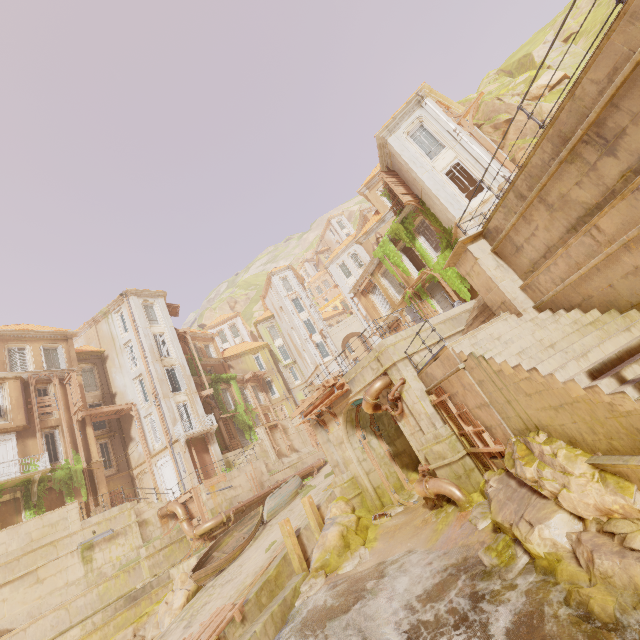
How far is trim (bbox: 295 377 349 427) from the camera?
15.3 meters

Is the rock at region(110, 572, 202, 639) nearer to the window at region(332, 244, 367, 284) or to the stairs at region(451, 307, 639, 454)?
the stairs at region(451, 307, 639, 454)

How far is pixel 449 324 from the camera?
14.4 meters

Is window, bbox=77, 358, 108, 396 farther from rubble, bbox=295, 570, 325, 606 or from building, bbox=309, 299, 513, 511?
rubble, bbox=295, 570, 325, 606

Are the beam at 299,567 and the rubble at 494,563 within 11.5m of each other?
yes

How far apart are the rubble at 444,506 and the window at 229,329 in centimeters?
4688cm

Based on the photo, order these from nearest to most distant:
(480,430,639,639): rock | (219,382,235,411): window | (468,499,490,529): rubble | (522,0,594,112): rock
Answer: (480,430,639,639): rock → (468,499,490,529): rubble → (522,0,594,112): rock → (219,382,235,411): window

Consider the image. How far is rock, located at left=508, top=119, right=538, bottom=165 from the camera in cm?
1980
